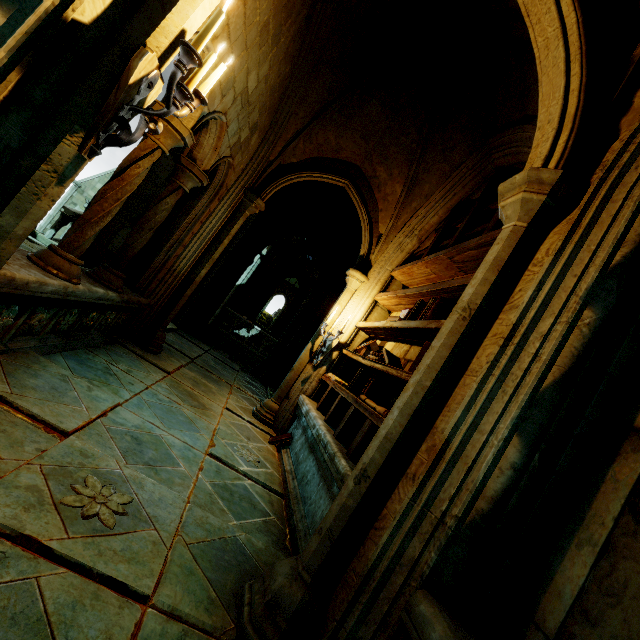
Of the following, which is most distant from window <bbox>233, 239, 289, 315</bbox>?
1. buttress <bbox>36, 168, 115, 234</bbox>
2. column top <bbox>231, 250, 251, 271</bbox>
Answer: buttress <bbox>36, 168, 115, 234</bbox>

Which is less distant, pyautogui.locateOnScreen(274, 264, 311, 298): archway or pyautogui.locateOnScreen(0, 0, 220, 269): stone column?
pyautogui.locateOnScreen(0, 0, 220, 269): stone column

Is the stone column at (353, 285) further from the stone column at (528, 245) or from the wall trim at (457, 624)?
the wall trim at (457, 624)

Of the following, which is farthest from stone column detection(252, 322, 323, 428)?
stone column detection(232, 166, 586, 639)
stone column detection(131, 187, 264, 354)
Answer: stone column detection(232, 166, 586, 639)

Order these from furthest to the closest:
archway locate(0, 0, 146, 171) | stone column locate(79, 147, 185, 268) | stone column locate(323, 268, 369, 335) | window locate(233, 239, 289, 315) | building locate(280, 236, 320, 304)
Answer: window locate(233, 239, 289, 315), building locate(280, 236, 320, 304), stone column locate(323, 268, 369, 335), stone column locate(79, 147, 185, 268), archway locate(0, 0, 146, 171)

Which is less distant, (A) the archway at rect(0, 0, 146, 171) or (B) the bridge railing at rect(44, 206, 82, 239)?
(A) the archway at rect(0, 0, 146, 171)

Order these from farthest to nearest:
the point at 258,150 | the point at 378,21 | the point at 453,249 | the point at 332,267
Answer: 1. the point at 332,267
2. the point at 258,150
3. the point at 378,21
4. the point at 453,249

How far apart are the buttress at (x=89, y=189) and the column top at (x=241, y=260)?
25.1 meters
